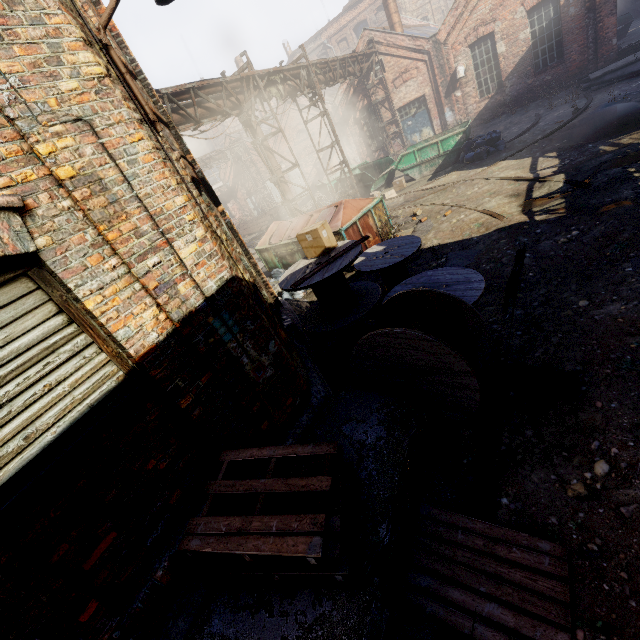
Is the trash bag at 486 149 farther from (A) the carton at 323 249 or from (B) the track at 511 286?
(A) the carton at 323 249

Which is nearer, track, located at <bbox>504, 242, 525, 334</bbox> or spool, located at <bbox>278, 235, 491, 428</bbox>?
spool, located at <bbox>278, 235, 491, 428</bbox>

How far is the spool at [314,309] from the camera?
3.5m

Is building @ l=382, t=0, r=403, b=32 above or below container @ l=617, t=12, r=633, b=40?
above

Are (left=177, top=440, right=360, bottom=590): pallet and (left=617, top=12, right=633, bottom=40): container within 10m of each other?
no

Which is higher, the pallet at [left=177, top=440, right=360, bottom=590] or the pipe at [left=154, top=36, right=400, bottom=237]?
the pipe at [left=154, top=36, right=400, bottom=237]

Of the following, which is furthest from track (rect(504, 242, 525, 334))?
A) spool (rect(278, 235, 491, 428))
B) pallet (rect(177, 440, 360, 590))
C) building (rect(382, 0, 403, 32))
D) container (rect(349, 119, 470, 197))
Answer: building (rect(382, 0, 403, 32))

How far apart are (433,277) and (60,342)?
4.89m
